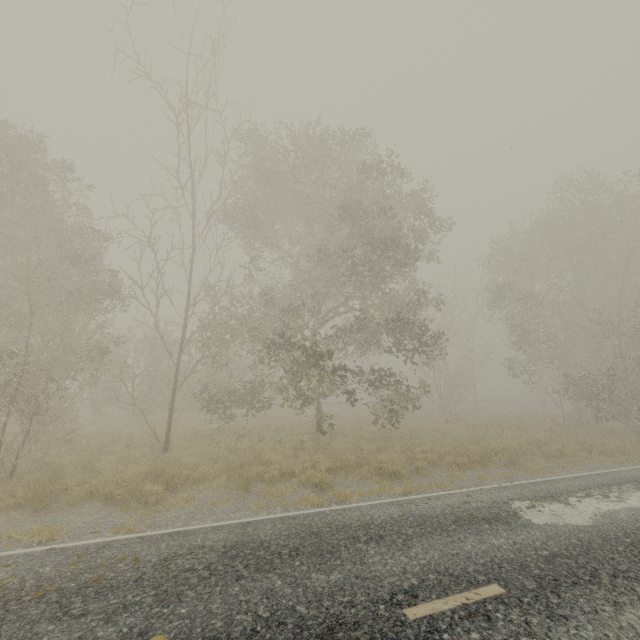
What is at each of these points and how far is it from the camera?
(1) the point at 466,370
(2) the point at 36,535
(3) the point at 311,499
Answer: (1) tree, 35.0 meters
(2) tree, 5.9 meters
(3) tree, 7.7 meters

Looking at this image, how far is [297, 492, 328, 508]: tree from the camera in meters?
7.6 m

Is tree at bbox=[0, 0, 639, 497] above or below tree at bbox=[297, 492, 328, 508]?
above

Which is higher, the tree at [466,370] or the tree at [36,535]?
the tree at [466,370]

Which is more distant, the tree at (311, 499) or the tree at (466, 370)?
the tree at (466, 370)

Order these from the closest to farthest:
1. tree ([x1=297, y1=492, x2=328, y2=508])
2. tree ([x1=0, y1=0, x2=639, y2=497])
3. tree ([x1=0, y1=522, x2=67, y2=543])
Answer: tree ([x1=0, y1=522, x2=67, y2=543])
tree ([x1=297, y1=492, x2=328, y2=508])
tree ([x1=0, y1=0, x2=639, y2=497])

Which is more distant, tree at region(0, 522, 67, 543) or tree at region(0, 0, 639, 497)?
tree at region(0, 0, 639, 497)
